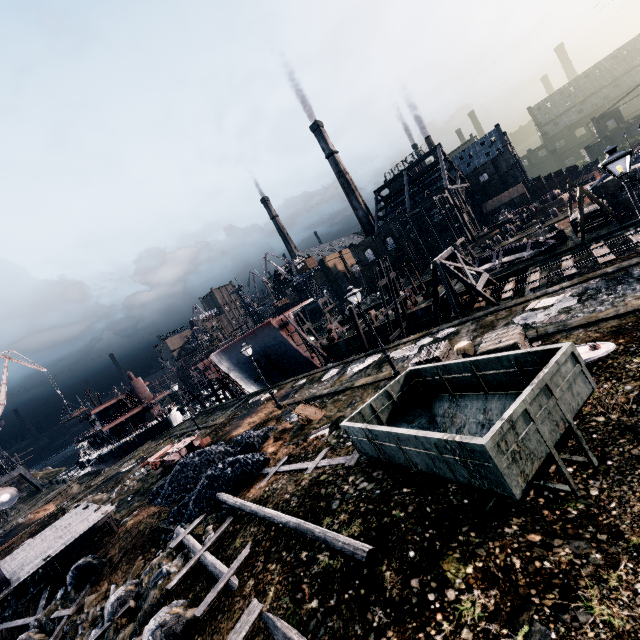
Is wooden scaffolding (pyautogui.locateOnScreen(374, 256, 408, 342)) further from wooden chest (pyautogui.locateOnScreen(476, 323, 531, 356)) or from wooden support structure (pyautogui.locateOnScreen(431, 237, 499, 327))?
wooden chest (pyautogui.locateOnScreen(476, 323, 531, 356))

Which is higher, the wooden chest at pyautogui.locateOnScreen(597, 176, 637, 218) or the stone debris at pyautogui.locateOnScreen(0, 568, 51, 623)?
the wooden chest at pyautogui.locateOnScreen(597, 176, 637, 218)

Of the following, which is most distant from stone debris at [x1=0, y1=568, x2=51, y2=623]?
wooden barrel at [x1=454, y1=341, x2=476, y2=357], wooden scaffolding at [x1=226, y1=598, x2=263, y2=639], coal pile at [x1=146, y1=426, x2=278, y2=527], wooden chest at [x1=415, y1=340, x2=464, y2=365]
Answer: wooden barrel at [x1=454, y1=341, x2=476, y2=357]

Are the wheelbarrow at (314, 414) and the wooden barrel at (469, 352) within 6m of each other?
no

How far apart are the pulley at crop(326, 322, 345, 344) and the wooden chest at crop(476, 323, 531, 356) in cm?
3078

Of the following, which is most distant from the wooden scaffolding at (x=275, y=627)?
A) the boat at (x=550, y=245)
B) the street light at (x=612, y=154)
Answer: the boat at (x=550, y=245)

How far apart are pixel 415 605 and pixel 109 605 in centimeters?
1314cm

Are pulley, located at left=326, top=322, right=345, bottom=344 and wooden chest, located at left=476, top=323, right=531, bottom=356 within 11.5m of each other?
no
